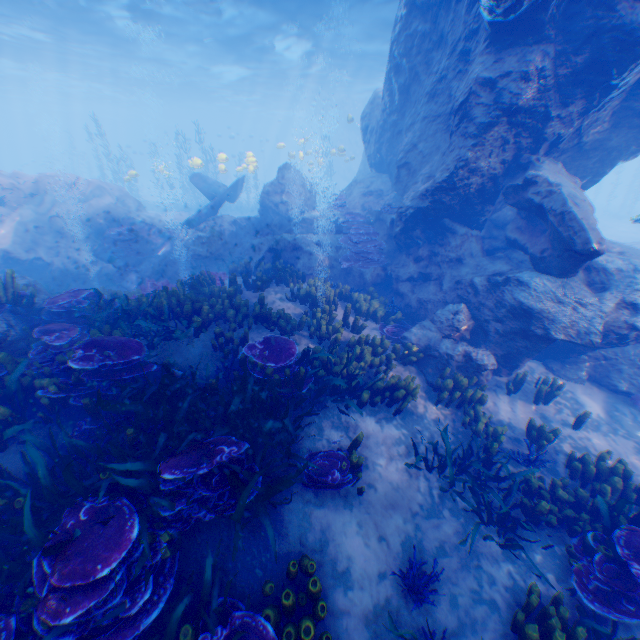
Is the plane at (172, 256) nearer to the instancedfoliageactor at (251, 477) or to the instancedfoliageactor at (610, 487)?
the instancedfoliageactor at (251, 477)

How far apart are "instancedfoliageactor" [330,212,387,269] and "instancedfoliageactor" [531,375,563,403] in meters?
5.6 m

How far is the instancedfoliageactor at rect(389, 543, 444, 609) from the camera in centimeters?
429cm

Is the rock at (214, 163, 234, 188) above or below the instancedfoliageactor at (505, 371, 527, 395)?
above

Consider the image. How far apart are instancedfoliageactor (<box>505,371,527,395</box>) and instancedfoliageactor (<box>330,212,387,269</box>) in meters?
5.2

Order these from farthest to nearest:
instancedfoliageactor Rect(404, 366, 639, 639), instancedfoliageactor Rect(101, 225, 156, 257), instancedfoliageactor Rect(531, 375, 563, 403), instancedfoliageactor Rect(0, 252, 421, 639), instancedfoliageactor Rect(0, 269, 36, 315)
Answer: instancedfoliageactor Rect(101, 225, 156, 257) → instancedfoliageactor Rect(531, 375, 563, 403) → instancedfoliageactor Rect(0, 269, 36, 315) → instancedfoliageactor Rect(404, 366, 639, 639) → instancedfoliageactor Rect(0, 252, 421, 639)

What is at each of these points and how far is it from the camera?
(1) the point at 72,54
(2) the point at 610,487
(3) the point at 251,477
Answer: (1) light, 27.1m
(2) instancedfoliageactor, 5.8m
(3) instancedfoliageactor, 4.6m

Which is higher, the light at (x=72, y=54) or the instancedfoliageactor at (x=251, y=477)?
the light at (x=72, y=54)
